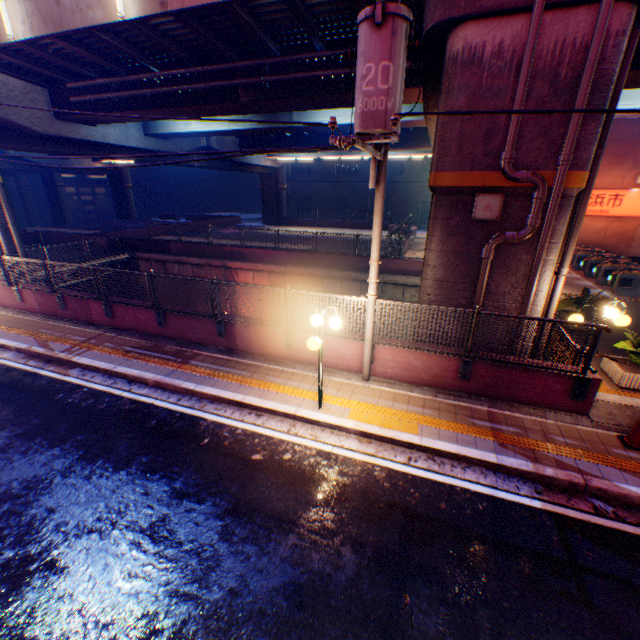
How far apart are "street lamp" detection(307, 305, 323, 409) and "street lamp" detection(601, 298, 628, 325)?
5.47m

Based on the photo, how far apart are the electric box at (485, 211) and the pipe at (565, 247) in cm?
179

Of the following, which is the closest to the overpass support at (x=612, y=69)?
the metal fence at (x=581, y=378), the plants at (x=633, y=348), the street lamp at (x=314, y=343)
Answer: the metal fence at (x=581, y=378)

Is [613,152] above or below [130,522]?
above

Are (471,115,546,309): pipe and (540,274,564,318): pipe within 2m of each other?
yes

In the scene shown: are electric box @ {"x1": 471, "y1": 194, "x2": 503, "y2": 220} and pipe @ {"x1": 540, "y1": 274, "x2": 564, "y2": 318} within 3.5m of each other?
yes

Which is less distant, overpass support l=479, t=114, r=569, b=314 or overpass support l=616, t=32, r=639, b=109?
overpass support l=479, t=114, r=569, b=314

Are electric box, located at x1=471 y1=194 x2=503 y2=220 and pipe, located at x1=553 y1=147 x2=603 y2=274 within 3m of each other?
yes
